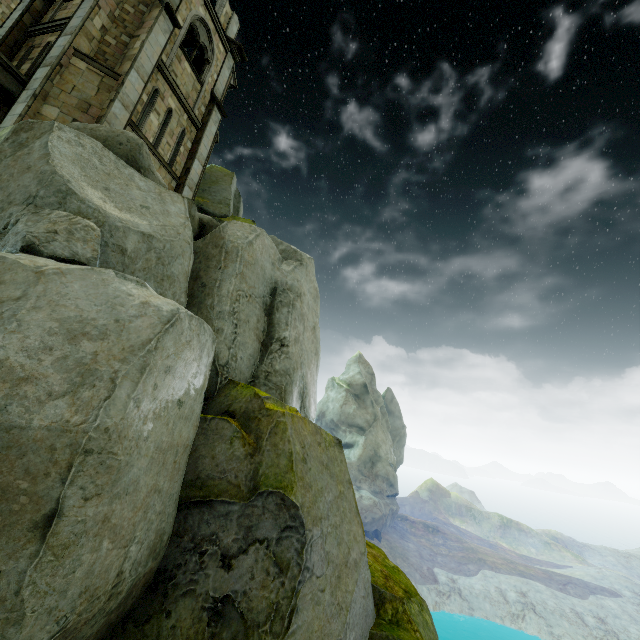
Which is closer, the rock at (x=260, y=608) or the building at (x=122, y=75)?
the rock at (x=260, y=608)

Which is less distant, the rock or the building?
the rock

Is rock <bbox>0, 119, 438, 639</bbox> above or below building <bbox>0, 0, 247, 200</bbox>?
below

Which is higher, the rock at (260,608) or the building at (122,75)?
the building at (122,75)

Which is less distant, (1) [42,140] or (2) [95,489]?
(2) [95,489]
